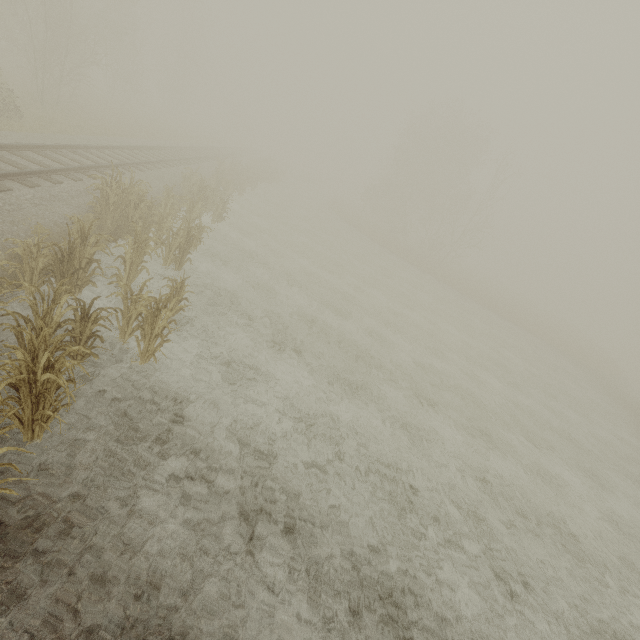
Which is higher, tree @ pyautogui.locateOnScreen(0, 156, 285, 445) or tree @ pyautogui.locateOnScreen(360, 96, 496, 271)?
tree @ pyautogui.locateOnScreen(360, 96, 496, 271)

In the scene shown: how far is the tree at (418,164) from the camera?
36.6 meters

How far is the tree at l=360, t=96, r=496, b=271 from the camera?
36.56m

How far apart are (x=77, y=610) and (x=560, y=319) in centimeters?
7153cm

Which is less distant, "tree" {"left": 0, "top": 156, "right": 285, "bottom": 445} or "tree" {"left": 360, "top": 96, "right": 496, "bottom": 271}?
"tree" {"left": 0, "top": 156, "right": 285, "bottom": 445}

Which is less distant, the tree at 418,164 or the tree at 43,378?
the tree at 43,378
